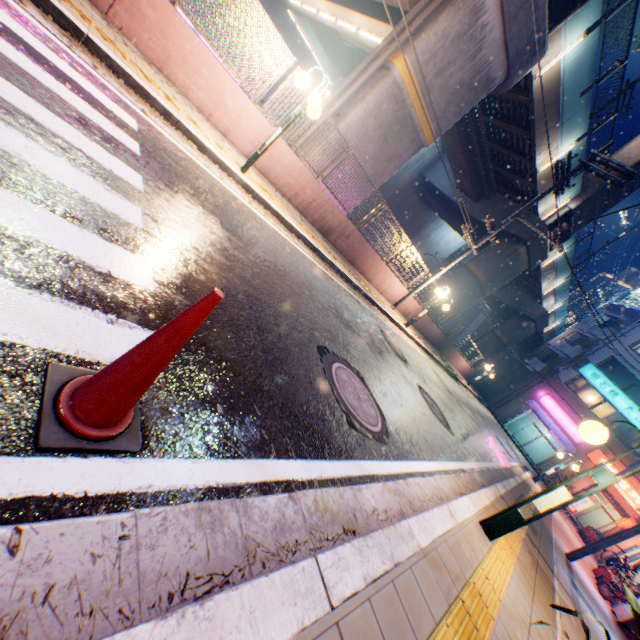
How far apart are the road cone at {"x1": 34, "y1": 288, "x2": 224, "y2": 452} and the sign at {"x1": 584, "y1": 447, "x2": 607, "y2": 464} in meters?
37.4

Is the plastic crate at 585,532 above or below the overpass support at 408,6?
below

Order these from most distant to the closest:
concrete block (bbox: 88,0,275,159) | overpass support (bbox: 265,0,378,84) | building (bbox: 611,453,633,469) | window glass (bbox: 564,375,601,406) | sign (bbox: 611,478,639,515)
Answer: window glass (bbox: 564,375,601,406)
building (bbox: 611,453,633,469)
sign (bbox: 611,478,639,515)
overpass support (bbox: 265,0,378,84)
concrete block (bbox: 88,0,275,159)

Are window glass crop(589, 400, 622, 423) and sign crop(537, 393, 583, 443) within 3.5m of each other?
yes

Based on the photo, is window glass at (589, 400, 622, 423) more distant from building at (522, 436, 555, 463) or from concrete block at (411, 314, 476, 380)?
concrete block at (411, 314, 476, 380)

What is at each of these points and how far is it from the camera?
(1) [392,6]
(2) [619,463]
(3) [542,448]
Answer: (1) overpass support, 11.9 meters
(2) building, 26.6 meters
(3) building, 32.2 meters

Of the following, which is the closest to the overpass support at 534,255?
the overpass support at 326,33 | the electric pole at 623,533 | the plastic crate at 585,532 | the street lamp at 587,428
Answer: the overpass support at 326,33

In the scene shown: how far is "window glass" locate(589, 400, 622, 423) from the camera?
28.2m
